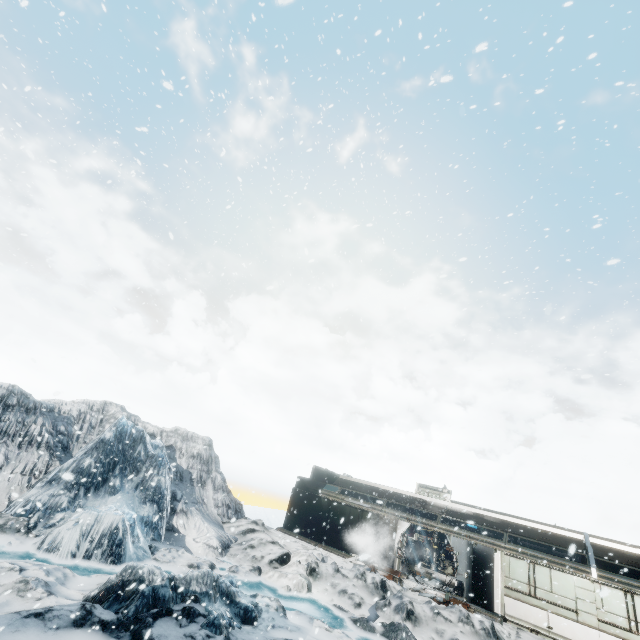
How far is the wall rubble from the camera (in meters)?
15.48

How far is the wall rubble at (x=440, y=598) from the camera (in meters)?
15.48

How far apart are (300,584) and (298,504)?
9.31m
